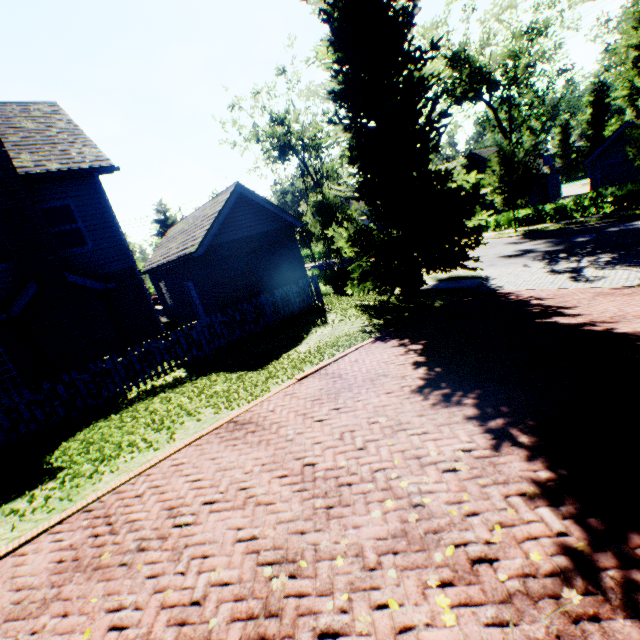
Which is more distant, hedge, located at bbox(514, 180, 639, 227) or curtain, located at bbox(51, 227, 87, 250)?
hedge, located at bbox(514, 180, 639, 227)

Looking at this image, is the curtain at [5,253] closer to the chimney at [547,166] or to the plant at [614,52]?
the chimney at [547,166]

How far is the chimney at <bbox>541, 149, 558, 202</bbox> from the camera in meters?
34.4

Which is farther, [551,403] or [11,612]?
[551,403]

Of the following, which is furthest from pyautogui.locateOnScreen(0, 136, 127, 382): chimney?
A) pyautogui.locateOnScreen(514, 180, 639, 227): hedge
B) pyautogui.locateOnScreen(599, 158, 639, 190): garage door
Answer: pyautogui.locateOnScreen(599, 158, 639, 190): garage door

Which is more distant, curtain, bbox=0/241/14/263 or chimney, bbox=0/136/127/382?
curtain, bbox=0/241/14/263

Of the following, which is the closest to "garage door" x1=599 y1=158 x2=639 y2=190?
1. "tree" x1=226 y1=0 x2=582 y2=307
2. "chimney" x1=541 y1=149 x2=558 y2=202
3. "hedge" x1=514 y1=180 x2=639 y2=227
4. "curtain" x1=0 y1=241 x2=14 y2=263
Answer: "chimney" x1=541 y1=149 x2=558 y2=202

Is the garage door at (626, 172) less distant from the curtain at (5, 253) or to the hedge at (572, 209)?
the hedge at (572, 209)
